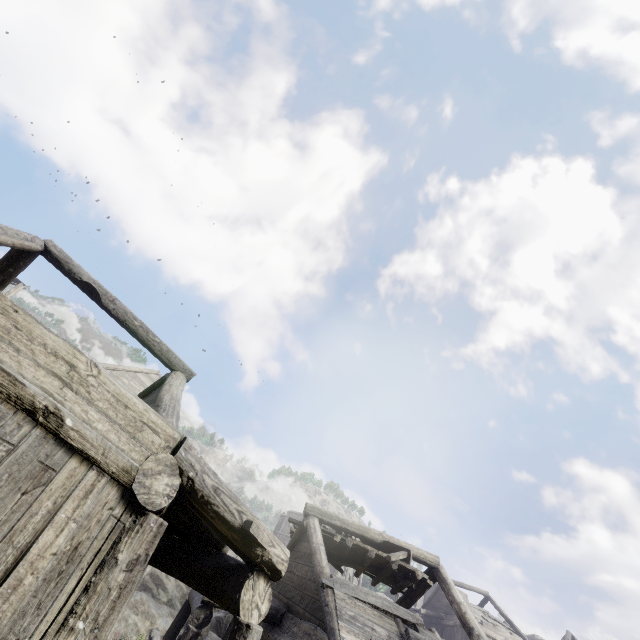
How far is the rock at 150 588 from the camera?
18.31m

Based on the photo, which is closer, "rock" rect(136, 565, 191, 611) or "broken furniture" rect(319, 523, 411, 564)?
"broken furniture" rect(319, 523, 411, 564)

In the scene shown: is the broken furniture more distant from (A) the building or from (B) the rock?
(B) the rock

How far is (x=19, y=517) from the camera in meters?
3.1 m

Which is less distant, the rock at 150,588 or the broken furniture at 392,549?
the broken furniture at 392,549

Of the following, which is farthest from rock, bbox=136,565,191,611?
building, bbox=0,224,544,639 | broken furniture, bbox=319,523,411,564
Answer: broken furniture, bbox=319,523,411,564

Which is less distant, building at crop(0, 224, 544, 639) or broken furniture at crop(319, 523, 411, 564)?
building at crop(0, 224, 544, 639)
